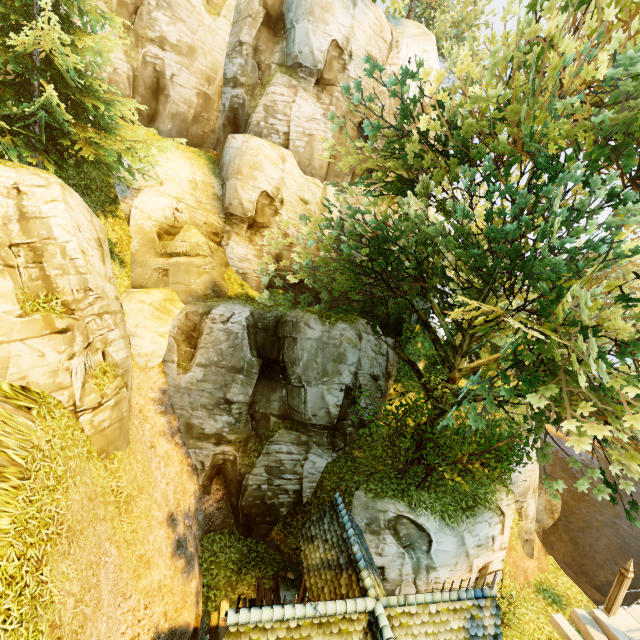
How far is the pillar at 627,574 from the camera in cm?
1321

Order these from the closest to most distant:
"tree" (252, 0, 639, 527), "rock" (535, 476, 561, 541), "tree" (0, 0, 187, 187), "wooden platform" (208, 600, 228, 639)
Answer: "tree" (252, 0, 639, 527) < "tree" (0, 0, 187, 187) < "wooden platform" (208, 600, 228, 639) < "rock" (535, 476, 561, 541)

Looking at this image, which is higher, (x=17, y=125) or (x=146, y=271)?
(x=17, y=125)

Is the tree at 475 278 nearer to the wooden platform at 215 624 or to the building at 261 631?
the building at 261 631

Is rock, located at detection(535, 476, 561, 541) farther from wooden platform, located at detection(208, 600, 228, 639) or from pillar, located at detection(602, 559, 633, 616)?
wooden platform, located at detection(208, 600, 228, 639)

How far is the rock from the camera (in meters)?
26.64

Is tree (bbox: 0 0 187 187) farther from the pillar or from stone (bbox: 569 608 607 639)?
stone (bbox: 569 608 607 639)

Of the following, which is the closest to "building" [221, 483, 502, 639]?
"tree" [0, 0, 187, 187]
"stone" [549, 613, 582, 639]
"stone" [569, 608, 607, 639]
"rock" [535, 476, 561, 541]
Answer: "tree" [0, 0, 187, 187]
